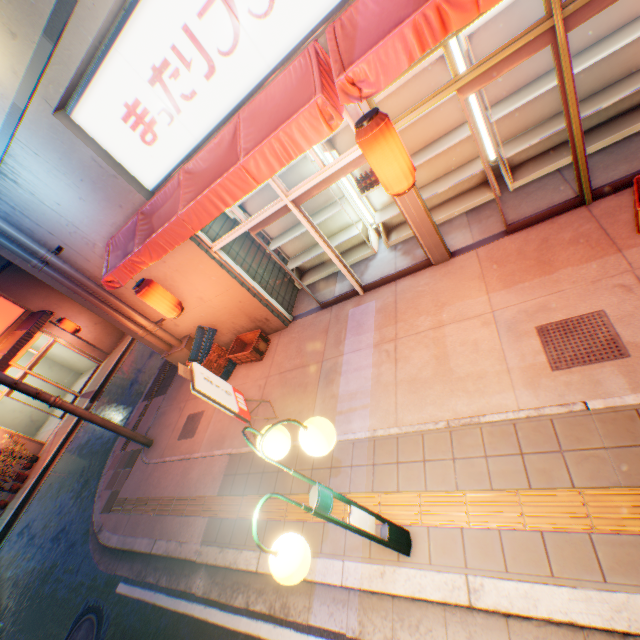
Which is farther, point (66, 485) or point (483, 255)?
point (66, 485)

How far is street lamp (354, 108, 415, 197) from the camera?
3.6 meters

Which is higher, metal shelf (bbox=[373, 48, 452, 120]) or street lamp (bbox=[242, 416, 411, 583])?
metal shelf (bbox=[373, 48, 452, 120])

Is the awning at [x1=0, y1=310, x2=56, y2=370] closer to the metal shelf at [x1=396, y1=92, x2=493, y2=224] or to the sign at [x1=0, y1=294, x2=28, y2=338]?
the sign at [x1=0, y1=294, x2=28, y2=338]

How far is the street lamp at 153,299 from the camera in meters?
6.4

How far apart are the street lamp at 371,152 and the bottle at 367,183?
2.0 meters

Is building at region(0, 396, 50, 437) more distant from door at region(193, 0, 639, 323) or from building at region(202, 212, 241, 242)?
door at region(193, 0, 639, 323)

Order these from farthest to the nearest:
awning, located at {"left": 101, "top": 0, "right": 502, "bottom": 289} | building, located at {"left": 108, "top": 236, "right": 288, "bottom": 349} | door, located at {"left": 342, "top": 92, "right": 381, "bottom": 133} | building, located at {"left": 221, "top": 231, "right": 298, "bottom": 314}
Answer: building, located at {"left": 221, "top": 231, "right": 298, "bottom": 314} → building, located at {"left": 108, "top": 236, "right": 288, "bottom": 349} → door, located at {"left": 342, "top": 92, "right": 381, "bottom": 133} → awning, located at {"left": 101, "top": 0, "right": 502, "bottom": 289}
